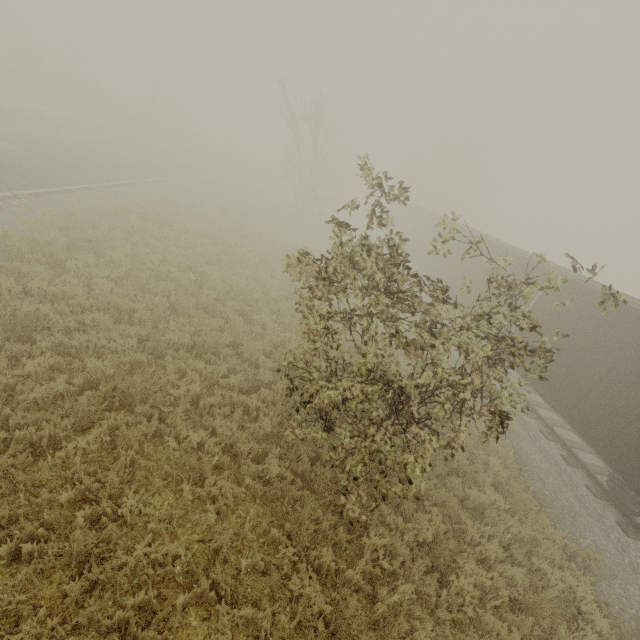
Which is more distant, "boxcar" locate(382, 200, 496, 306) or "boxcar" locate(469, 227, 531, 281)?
"boxcar" locate(382, 200, 496, 306)

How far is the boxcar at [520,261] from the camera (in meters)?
13.62

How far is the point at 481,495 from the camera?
7.4 meters

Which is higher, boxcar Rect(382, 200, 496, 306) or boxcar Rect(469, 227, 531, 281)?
boxcar Rect(469, 227, 531, 281)

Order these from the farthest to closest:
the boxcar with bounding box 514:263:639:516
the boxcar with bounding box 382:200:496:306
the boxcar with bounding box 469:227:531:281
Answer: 1. the boxcar with bounding box 382:200:496:306
2. the boxcar with bounding box 469:227:531:281
3. the boxcar with bounding box 514:263:639:516

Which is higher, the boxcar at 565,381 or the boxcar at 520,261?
the boxcar at 520,261

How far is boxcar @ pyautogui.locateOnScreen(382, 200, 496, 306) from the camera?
16.45m
